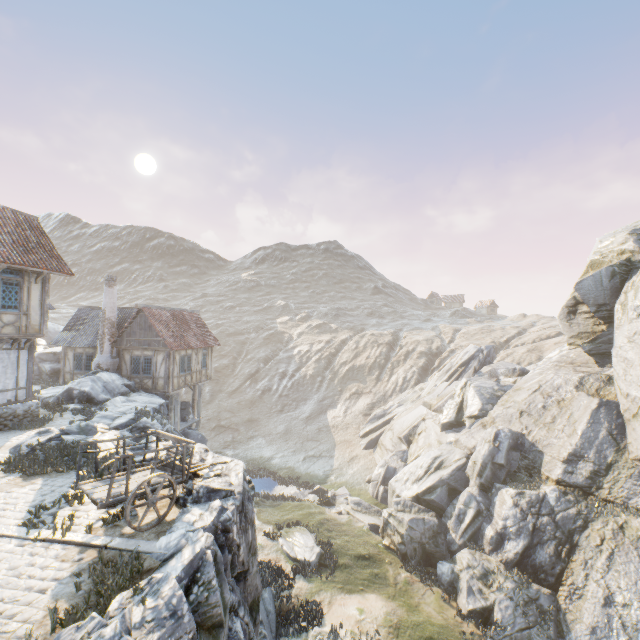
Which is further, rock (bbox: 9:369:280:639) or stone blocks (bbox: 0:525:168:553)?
stone blocks (bbox: 0:525:168:553)

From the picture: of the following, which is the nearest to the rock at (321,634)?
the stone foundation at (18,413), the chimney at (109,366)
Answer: the chimney at (109,366)

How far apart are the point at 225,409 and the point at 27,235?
32.65m

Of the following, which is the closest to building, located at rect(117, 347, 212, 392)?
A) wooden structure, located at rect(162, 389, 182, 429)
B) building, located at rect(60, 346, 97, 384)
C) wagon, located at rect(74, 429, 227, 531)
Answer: wooden structure, located at rect(162, 389, 182, 429)

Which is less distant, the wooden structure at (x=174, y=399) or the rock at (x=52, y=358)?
the wooden structure at (x=174, y=399)

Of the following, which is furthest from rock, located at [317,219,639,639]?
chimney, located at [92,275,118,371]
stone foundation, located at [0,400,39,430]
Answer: stone foundation, located at [0,400,39,430]

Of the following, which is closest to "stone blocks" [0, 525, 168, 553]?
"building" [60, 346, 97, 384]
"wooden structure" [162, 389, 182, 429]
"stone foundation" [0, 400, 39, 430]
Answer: "stone foundation" [0, 400, 39, 430]

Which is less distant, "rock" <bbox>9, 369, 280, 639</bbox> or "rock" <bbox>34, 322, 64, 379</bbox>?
"rock" <bbox>9, 369, 280, 639</bbox>
